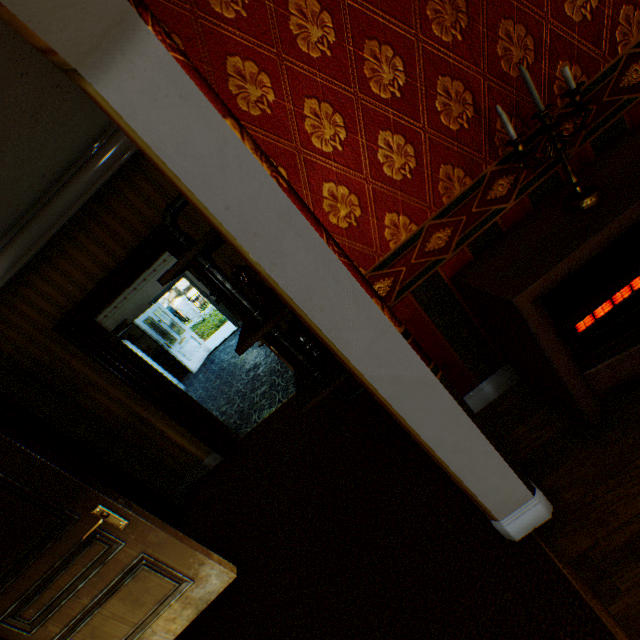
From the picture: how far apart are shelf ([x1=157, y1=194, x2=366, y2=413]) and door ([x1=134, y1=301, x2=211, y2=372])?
7.2 meters

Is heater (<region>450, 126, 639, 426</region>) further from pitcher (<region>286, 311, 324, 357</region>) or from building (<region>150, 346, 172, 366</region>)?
pitcher (<region>286, 311, 324, 357</region>)

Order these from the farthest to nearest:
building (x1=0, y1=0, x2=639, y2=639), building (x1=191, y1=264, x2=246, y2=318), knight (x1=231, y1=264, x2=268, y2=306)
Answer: building (x1=191, y1=264, x2=246, y2=318) < knight (x1=231, y1=264, x2=268, y2=306) < building (x1=0, y1=0, x2=639, y2=639)

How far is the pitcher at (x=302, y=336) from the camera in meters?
1.8

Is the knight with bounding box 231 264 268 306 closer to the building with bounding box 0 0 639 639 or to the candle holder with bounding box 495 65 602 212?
the building with bounding box 0 0 639 639

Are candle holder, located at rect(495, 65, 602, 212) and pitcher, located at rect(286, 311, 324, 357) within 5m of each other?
yes

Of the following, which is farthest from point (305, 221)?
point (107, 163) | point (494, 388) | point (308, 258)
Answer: point (107, 163)

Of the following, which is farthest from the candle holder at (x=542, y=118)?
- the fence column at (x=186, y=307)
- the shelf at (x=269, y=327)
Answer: the fence column at (x=186, y=307)
